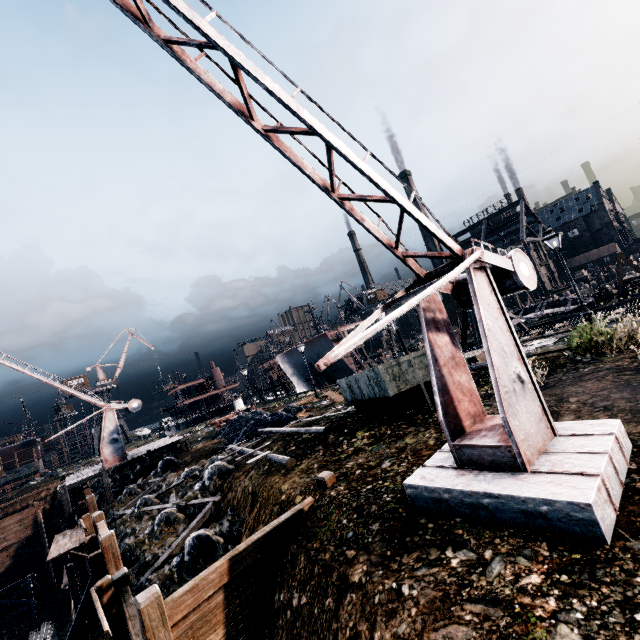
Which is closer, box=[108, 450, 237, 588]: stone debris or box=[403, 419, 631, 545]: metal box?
box=[403, 419, 631, 545]: metal box

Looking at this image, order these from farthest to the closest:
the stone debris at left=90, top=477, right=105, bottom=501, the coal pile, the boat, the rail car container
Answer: the boat → the stone debris at left=90, top=477, right=105, bottom=501 → the coal pile → the rail car container

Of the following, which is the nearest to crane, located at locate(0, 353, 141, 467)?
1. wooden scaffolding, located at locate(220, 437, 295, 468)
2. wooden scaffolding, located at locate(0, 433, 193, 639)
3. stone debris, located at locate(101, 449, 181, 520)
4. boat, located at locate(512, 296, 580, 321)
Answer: wooden scaffolding, located at locate(0, 433, 193, 639)

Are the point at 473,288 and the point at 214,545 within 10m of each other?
no

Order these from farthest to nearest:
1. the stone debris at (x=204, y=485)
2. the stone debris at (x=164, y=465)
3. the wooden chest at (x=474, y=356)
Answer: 1. the stone debris at (x=164, y=465)
2. the wooden chest at (x=474, y=356)
3. the stone debris at (x=204, y=485)

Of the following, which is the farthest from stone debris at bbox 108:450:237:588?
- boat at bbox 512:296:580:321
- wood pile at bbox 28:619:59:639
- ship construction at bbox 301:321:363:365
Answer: boat at bbox 512:296:580:321

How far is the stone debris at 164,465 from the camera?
21.2 meters

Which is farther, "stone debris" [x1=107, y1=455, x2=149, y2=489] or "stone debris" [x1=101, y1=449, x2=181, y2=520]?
"stone debris" [x1=107, y1=455, x2=149, y2=489]
